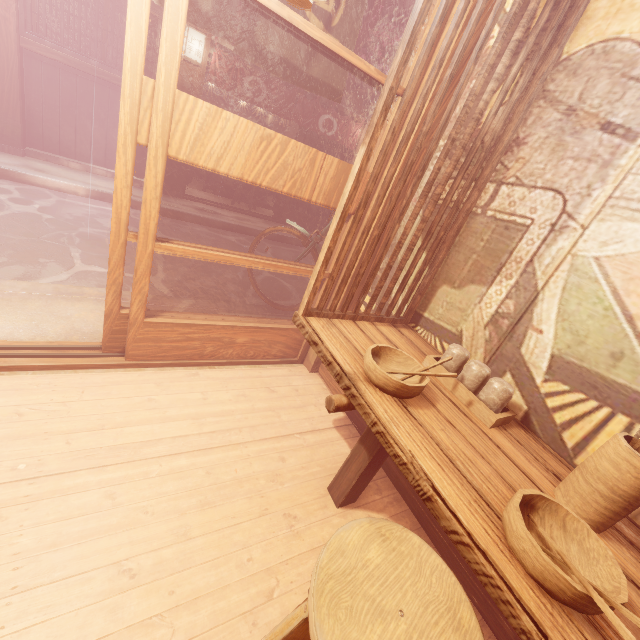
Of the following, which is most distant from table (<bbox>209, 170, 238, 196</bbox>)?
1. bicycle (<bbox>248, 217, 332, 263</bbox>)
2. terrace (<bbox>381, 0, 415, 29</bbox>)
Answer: bicycle (<bbox>248, 217, 332, 263</bbox>)

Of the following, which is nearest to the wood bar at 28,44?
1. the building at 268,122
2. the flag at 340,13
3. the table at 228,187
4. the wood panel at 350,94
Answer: the building at 268,122

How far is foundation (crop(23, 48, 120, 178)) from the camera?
8.9 meters

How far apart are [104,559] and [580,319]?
4.0m

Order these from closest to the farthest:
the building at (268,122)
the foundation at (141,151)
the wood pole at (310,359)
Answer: the wood pole at (310,359)
the foundation at (141,151)
the building at (268,122)

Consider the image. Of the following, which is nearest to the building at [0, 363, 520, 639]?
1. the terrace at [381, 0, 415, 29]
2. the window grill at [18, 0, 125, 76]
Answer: the window grill at [18, 0, 125, 76]

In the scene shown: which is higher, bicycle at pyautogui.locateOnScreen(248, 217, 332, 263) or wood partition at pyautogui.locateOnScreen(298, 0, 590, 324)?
wood partition at pyautogui.locateOnScreen(298, 0, 590, 324)
